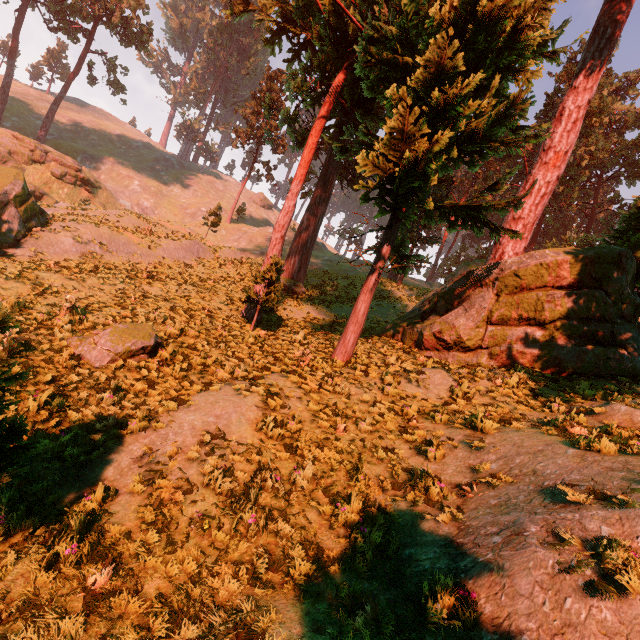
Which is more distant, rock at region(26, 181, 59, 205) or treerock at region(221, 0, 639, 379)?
rock at region(26, 181, 59, 205)

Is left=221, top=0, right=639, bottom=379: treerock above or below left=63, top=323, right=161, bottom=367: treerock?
above

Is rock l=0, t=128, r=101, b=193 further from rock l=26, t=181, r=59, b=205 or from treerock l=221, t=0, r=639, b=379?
treerock l=221, t=0, r=639, b=379

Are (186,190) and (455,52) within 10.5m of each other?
no

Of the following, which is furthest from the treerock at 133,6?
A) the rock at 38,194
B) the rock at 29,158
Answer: the rock at 38,194

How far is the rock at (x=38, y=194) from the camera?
32.9 meters

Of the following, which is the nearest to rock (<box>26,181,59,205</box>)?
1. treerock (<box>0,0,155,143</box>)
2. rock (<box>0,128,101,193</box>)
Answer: rock (<box>0,128,101,193</box>)
